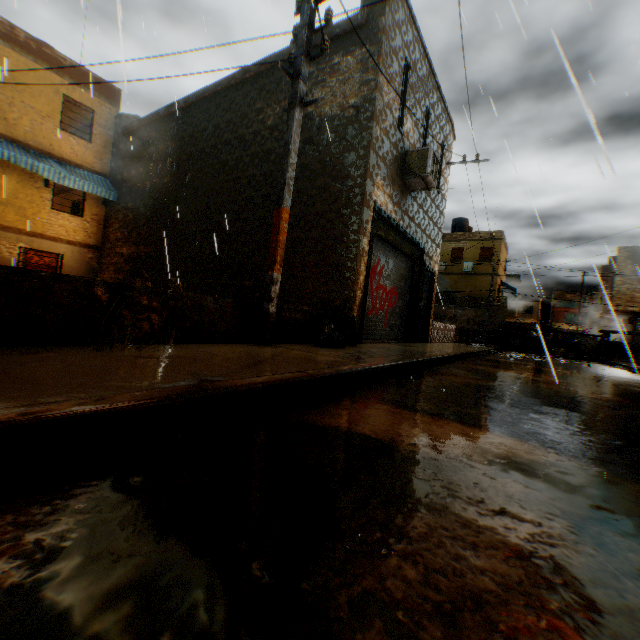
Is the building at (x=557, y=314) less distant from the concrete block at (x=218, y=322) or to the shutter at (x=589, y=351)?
the shutter at (x=589, y=351)

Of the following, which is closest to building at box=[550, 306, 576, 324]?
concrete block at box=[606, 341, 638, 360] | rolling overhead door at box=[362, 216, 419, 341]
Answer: concrete block at box=[606, 341, 638, 360]

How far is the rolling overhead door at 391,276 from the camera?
8.7 meters

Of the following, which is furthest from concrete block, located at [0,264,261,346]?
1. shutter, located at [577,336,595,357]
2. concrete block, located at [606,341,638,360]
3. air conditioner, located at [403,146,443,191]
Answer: shutter, located at [577,336,595,357]

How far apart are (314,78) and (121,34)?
7.1m

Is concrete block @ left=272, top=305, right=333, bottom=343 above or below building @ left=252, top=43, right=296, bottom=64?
below

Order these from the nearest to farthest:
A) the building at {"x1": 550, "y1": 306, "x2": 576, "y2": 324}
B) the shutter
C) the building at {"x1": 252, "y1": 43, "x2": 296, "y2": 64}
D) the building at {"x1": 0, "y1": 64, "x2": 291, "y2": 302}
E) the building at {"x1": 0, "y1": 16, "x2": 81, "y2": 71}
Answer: the building at {"x1": 252, "y1": 43, "x2": 296, "y2": 64}, the building at {"x1": 0, "y1": 64, "x2": 291, "y2": 302}, the building at {"x1": 0, "y1": 16, "x2": 81, "y2": 71}, the shutter, the building at {"x1": 550, "y1": 306, "x2": 576, "y2": 324}

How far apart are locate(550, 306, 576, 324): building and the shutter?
47.4m
